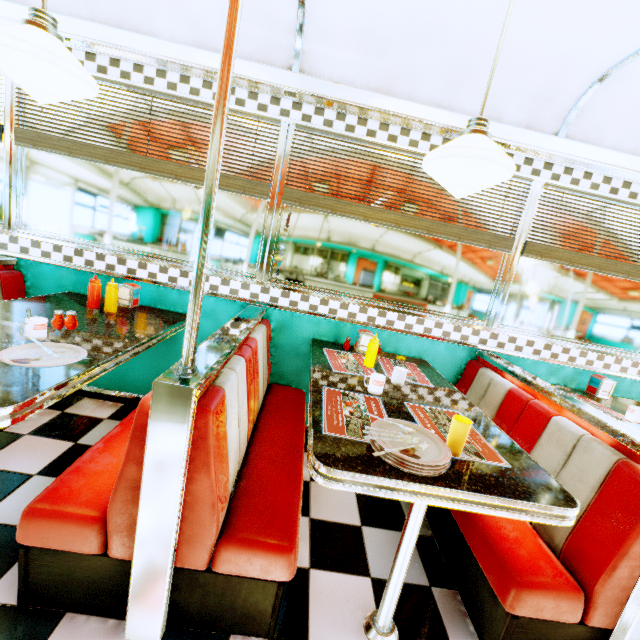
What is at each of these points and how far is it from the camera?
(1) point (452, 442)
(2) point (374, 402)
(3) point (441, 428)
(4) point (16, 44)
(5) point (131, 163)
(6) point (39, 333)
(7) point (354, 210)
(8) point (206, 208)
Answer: (1) plastic cup, 1.31m
(2) placemat, 1.68m
(3) placemat, 1.55m
(4) hanging light, 1.24m
(5) blinds, 2.41m
(6) coffee cup, 1.57m
(7) blinds, 2.51m
(8) support pole, 1.03m

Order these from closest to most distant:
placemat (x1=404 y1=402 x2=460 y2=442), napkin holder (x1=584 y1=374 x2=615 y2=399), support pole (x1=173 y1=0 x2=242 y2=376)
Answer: support pole (x1=173 y1=0 x2=242 y2=376) → placemat (x1=404 y1=402 x2=460 y2=442) → napkin holder (x1=584 y1=374 x2=615 y2=399)

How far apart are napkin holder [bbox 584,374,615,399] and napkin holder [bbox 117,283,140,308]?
3.88m

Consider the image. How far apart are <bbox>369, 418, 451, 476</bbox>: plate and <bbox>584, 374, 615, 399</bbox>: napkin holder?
2.3m

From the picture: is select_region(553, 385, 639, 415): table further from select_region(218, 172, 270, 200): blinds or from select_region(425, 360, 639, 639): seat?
select_region(218, 172, 270, 200): blinds

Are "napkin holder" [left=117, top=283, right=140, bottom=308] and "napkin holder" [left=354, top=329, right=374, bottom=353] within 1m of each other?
no

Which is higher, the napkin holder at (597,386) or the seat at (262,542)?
the napkin holder at (597,386)

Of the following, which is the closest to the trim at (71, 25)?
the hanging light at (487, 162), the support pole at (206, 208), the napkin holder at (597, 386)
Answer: the support pole at (206, 208)
